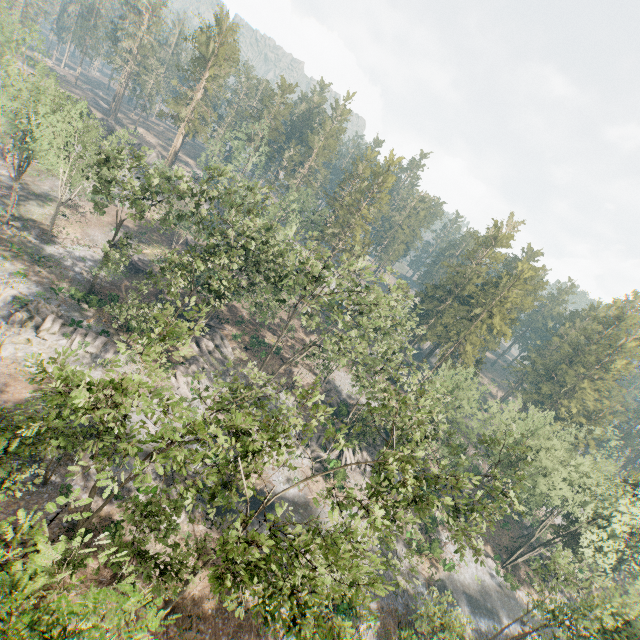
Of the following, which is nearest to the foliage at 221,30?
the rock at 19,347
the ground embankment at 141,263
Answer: the rock at 19,347

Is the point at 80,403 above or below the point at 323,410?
below

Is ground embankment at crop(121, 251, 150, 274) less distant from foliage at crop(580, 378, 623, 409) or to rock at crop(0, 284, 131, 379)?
rock at crop(0, 284, 131, 379)

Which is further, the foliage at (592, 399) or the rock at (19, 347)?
the foliage at (592, 399)

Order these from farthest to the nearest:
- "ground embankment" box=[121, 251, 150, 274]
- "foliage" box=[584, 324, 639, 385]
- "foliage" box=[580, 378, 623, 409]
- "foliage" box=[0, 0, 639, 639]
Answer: "foliage" box=[580, 378, 623, 409] < "foliage" box=[584, 324, 639, 385] < "ground embankment" box=[121, 251, 150, 274] < "foliage" box=[0, 0, 639, 639]

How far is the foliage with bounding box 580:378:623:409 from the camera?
57.5m
